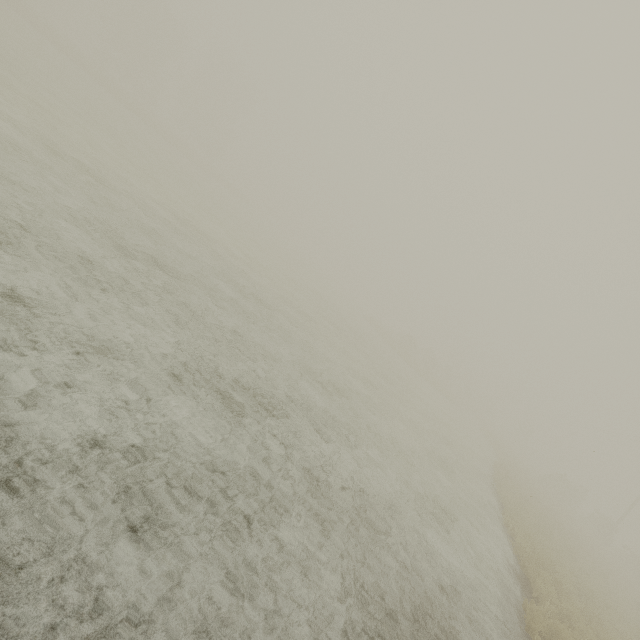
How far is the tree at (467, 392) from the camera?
53.06m

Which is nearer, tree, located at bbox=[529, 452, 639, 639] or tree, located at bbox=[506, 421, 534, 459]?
tree, located at bbox=[529, 452, 639, 639]

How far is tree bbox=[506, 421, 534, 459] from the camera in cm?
5293

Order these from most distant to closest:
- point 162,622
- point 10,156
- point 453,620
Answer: point 10,156, point 453,620, point 162,622
